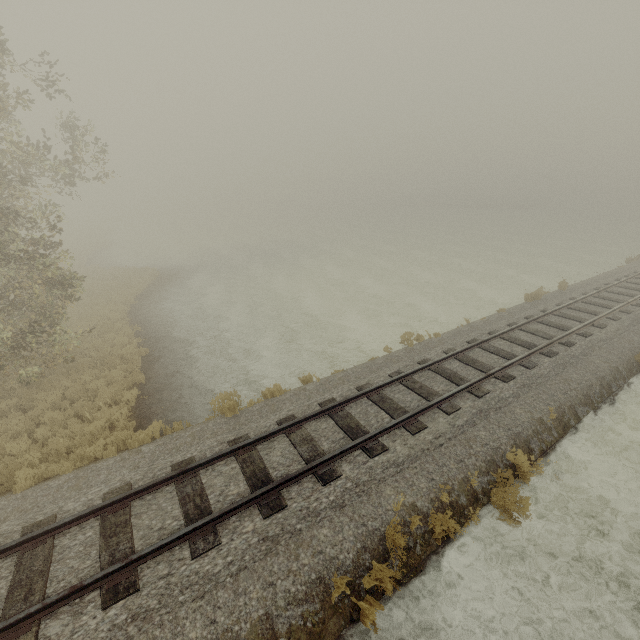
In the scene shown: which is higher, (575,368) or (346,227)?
(575,368)
